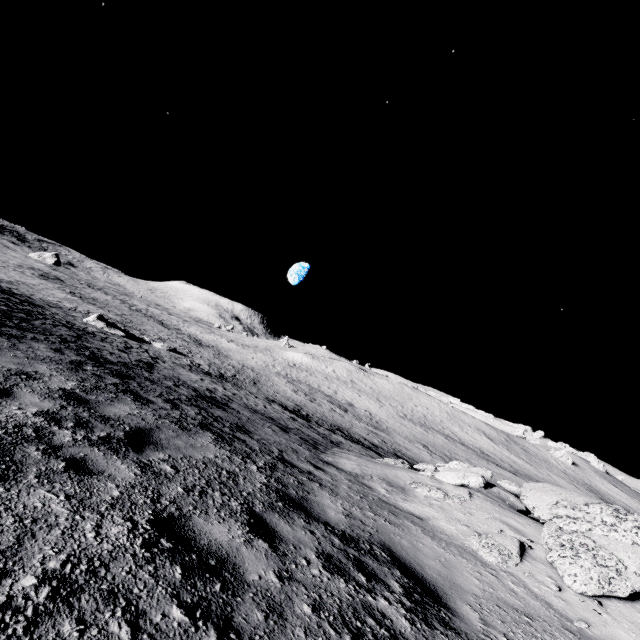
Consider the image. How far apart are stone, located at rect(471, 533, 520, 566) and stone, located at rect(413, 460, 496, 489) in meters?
2.3

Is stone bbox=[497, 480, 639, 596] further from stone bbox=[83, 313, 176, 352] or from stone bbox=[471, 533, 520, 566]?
stone bbox=[83, 313, 176, 352]

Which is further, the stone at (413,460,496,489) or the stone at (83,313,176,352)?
the stone at (83,313,176,352)

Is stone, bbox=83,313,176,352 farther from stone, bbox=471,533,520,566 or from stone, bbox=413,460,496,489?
stone, bbox=471,533,520,566

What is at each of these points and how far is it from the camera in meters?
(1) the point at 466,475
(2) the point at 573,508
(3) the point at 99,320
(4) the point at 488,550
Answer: (1) stone, 8.3
(2) stone, 6.4
(3) stone, 30.4
(4) stone, 5.3

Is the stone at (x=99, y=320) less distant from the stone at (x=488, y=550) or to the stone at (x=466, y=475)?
the stone at (x=466, y=475)

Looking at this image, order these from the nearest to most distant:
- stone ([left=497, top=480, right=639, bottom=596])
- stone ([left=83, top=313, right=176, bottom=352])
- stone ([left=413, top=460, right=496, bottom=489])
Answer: stone ([left=497, top=480, right=639, bottom=596]) < stone ([left=413, top=460, right=496, bottom=489]) < stone ([left=83, top=313, right=176, bottom=352])

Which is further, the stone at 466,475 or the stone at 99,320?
the stone at 99,320
